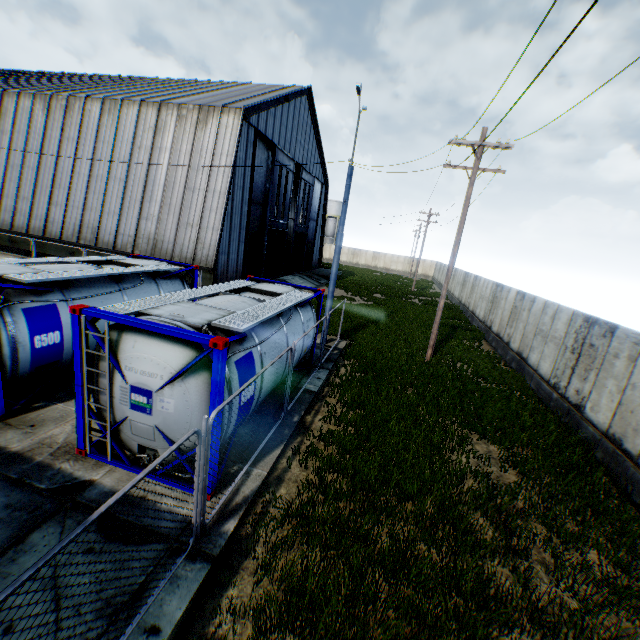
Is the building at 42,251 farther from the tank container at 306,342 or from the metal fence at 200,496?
the metal fence at 200,496

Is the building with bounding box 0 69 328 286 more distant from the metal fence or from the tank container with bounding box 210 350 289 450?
the metal fence

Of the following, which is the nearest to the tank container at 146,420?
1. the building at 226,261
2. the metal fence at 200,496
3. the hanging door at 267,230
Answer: the metal fence at 200,496

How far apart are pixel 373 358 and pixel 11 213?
27.2 meters

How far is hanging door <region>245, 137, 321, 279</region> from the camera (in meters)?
24.78

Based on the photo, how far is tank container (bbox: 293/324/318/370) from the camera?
9.8m

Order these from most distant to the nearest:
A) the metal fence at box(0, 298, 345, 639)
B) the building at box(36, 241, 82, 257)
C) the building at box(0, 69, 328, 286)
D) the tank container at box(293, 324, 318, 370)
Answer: the building at box(36, 241, 82, 257) < the building at box(0, 69, 328, 286) < the tank container at box(293, 324, 318, 370) < the metal fence at box(0, 298, 345, 639)

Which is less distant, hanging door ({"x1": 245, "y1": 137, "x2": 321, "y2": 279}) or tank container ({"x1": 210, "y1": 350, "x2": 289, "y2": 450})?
tank container ({"x1": 210, "y1": 350, "x2": 289, "y2": 450})
